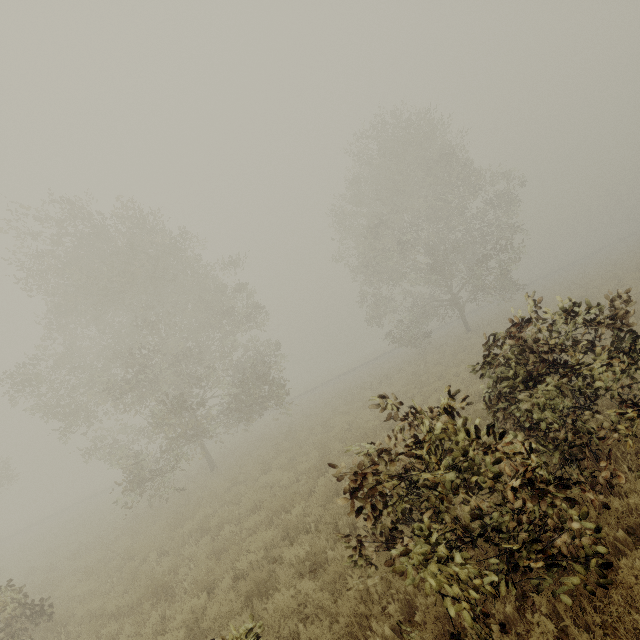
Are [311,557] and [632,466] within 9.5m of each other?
yes
